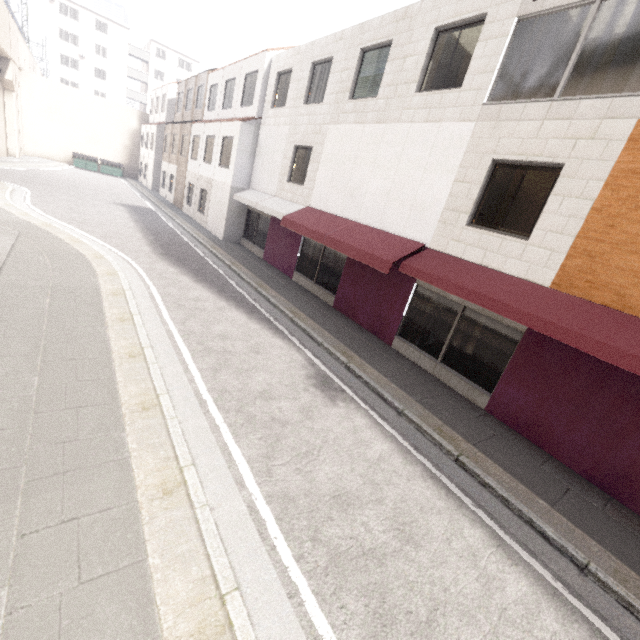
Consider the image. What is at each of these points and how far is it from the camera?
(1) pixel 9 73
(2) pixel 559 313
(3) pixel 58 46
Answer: (1) concrete pillar, 24.5m
(2) awning, 5.7m
(3) building, 45.8m

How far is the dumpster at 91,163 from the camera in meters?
32.7 m

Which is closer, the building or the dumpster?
the dumpster

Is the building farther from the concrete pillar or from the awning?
the awning

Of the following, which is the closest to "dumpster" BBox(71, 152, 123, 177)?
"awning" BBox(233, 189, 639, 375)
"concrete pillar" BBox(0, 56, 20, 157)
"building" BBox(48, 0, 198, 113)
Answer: "concrete pillar" BBox(0, 56, 20, 157)

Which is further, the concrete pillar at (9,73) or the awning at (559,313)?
the concrete pillar at (9,73)

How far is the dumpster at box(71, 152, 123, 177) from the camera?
32.67m

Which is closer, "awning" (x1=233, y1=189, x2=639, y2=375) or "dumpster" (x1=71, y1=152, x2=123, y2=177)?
"awning" (x1=233, y1=189, x2=639, y2=375)
